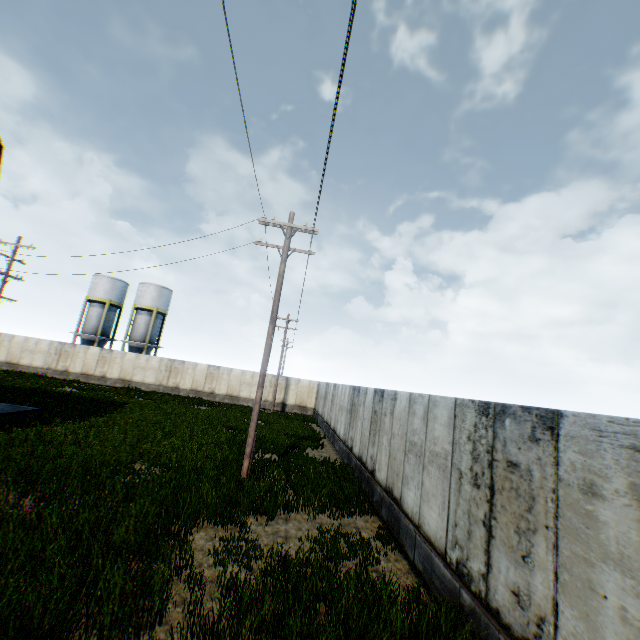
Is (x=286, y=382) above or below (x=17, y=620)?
above

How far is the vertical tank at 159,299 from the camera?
39.72m

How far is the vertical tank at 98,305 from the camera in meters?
39.3 m

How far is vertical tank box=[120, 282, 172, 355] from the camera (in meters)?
39.72

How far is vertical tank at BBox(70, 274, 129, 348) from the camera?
39.31m
